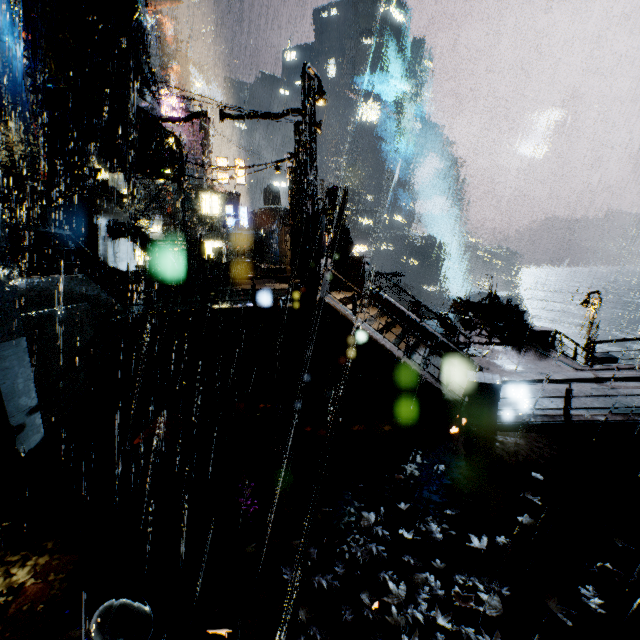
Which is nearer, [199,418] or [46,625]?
[46,625]

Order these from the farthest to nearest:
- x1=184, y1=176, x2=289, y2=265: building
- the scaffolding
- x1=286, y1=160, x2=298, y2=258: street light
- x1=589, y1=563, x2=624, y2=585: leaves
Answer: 1. x1=184, y1=176, x2=289, y2=265: building
2. x1=286, y1=160, x2=298, y2=258: street light
3. the scaffolding
4. x1=589, y1=563, x2=624, y2=585: leaves

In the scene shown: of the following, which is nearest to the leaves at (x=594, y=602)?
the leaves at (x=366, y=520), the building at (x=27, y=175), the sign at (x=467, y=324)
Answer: the leaves at (x=366, y=520)

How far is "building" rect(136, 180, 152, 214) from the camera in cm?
3728

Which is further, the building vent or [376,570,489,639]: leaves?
the building vent

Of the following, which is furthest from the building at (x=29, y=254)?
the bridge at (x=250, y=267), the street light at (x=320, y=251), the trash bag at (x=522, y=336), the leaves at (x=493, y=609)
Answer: the leaves at (x=493, y=609)

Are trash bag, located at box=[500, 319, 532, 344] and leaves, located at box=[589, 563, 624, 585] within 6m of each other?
no

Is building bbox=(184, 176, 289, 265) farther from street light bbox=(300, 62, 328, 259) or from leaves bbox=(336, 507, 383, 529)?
leaves bbox=(336, 507, 383, 529)
